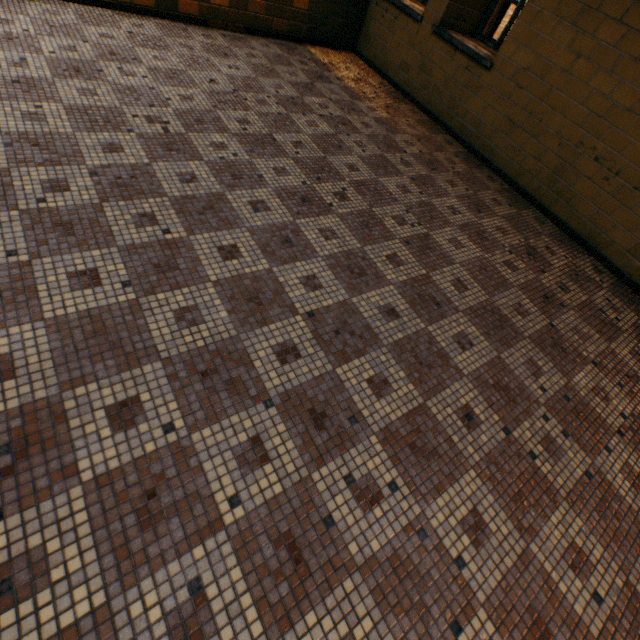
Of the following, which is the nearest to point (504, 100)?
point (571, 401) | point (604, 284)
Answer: point (604, 284)
